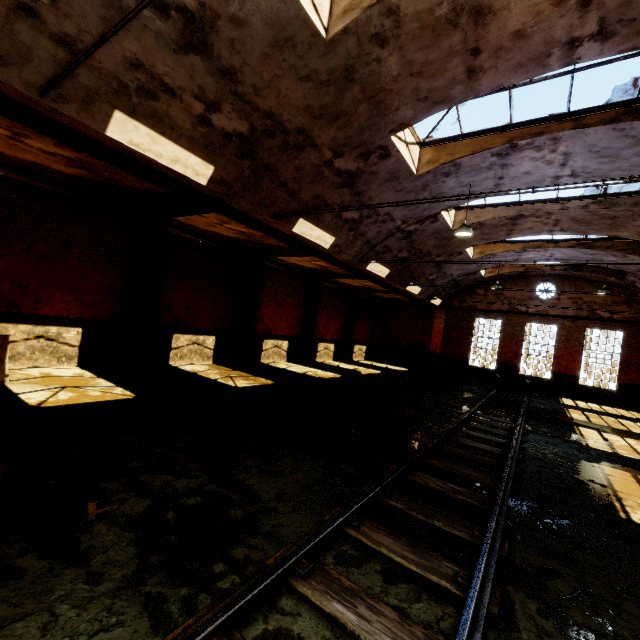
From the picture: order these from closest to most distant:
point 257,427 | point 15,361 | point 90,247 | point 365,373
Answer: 1. point 257,427
2. point 15,361
3. point 90,247
4. point 365,373

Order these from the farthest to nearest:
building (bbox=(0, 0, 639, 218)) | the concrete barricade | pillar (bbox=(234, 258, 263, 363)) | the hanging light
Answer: pillar (bbox=(234, 258, 263, 363)) < the hanging light < the concrete barricade < building (bbox=(0, 0, 639, 218))

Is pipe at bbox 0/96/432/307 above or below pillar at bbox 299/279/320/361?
above

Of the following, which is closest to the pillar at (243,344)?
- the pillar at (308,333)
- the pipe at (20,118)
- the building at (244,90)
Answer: the pipe at (20,118)

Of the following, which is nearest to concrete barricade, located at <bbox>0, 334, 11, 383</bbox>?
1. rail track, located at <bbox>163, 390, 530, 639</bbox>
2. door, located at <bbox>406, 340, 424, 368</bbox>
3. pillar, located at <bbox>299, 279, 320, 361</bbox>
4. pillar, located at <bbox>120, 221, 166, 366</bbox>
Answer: pillar, located at <bbox>120, 221, 166, 366</bbox>

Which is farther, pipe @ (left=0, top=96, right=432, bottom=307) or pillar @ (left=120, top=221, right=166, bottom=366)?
pillar @ (left=120, top=221, right=166, bottom=366)

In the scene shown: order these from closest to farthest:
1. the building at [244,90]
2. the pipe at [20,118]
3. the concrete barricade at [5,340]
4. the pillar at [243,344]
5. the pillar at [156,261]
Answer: the building at [244,90] < the pipe at [20,118] < the concrete barricade at [5,340] < the pillar at [156,261] < the pillar at [243,344]

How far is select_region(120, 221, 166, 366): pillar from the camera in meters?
10.9 m
